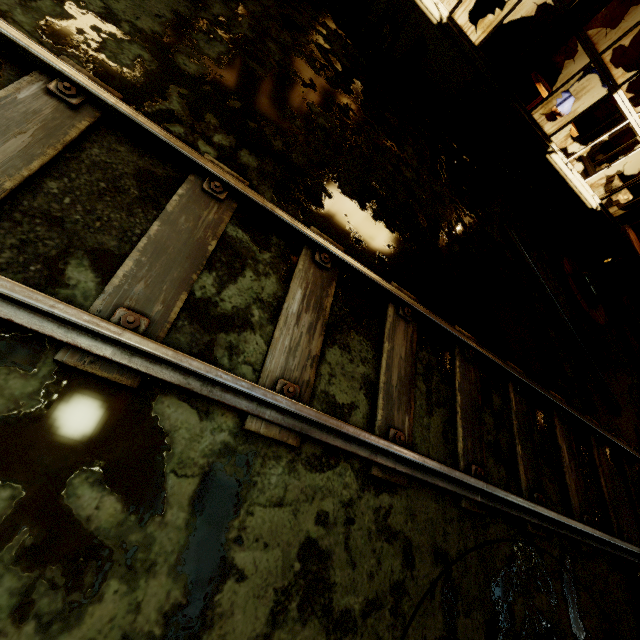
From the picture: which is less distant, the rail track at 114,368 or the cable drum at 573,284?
the rail track at 114,368

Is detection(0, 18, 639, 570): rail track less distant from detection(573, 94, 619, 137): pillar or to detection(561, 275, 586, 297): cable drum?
detection(561, 275, 586, 297): cable drum

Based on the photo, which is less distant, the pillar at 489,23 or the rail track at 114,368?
the rail track at 114,368

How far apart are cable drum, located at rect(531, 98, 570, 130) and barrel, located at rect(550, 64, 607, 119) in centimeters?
16cm

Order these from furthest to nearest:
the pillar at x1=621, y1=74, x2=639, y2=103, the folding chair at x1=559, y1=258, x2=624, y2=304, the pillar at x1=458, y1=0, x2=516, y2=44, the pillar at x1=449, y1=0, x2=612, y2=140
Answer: the pillar at x1=621, y1=74, x2=639, y2=103
the pillar at x1=458, y1=0, x2=516, y2=44
the folding chair at x1=559, y1=258, x2=624, y2=304
the pillar at x1=449, y1=0, x2=612, y2=140

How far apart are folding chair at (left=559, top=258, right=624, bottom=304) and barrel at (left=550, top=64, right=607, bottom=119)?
4.0m

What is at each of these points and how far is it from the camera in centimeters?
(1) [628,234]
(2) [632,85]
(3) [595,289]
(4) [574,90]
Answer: (1) cable drum, 620cm
(2) pillar, 878cm
(3) folding chair, 602cm
(4) barrel, 718cm

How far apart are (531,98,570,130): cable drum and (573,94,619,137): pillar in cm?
152
